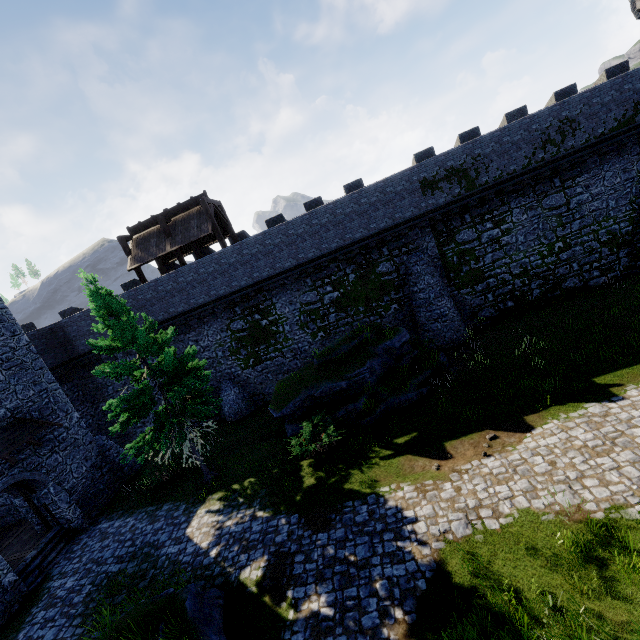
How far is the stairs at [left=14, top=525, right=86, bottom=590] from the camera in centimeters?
1388cm

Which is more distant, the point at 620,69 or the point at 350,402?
the point at 620,69

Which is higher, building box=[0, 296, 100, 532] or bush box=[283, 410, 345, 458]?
building box=[0, 296, 100, 532]

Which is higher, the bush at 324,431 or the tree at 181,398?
the tree at 181,398

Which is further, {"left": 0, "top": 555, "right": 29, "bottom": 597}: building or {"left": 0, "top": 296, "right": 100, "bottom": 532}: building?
{"left": 0, "top": 296, "right": 100, "bottom": 532}: building

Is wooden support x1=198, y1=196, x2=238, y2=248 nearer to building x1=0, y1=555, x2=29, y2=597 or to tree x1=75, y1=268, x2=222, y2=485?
tree x1=75, y1=268, x2=222, y2=485

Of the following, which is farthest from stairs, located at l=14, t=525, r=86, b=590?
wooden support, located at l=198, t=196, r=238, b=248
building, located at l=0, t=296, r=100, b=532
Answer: wooden support, located at l=198, t=196, r=238, b=248

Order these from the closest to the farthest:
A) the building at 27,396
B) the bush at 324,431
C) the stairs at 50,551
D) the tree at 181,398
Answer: the tree at 181,398 < the bush at 324,431 < the stairs at 50,551 < the building at 27,396
